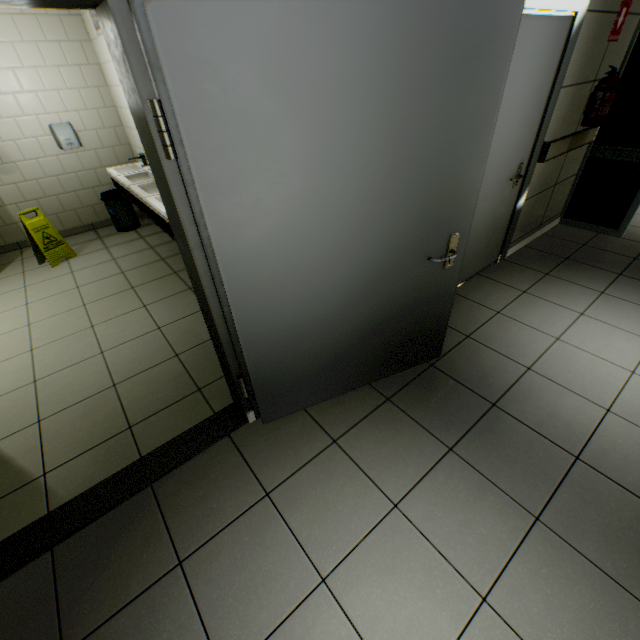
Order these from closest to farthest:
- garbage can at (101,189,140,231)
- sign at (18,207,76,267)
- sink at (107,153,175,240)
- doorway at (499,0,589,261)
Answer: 1. doorway at (499,0,589,261)
2. sink at (107,153,175,240)
3. sign at (18,207,76,267)
4. garbage can at (101,189,140,231)

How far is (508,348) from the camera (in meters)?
2.60

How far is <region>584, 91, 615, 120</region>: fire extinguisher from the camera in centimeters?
314cm

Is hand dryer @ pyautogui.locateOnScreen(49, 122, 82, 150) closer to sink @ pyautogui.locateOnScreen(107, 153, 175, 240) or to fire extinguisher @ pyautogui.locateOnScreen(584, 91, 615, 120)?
sink @ pyautogui.locateOnScreen(107, 153, 175, 240)

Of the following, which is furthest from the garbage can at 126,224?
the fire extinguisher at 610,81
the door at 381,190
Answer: the fire extinguisher at 610,81

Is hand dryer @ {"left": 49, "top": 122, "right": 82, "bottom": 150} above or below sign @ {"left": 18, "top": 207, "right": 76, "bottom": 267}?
above

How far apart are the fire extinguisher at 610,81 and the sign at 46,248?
6.40m

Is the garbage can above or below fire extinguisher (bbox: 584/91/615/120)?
below
